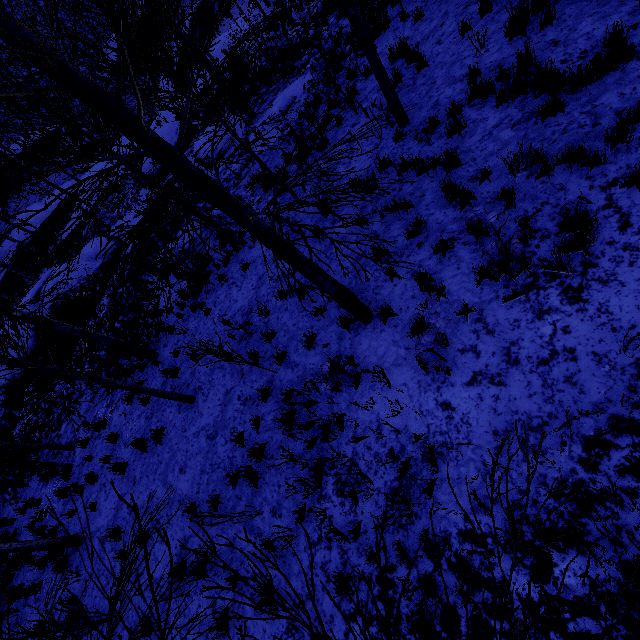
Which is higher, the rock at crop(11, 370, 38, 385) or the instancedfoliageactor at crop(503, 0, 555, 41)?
the rock at crop(11, 370, 38, 385)

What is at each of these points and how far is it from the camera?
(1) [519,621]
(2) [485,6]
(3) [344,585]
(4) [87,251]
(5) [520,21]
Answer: (1) instancedfoliageactor, 3.2m
(2) instancedfoliageactor, 6.5m
(3) instancedfoliageactor, 4.4m
(4) rock, 16.9m
(5) instancedfoliageactor, 5.7m

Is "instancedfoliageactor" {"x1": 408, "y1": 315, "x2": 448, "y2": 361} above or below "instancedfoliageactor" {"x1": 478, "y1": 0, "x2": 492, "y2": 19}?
below

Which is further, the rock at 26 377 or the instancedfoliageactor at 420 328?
the rock at 26 377

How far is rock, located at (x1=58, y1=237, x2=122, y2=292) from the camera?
15.5 meters

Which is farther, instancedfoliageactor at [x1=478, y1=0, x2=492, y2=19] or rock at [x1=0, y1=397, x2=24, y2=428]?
rock at [x1=0, y1=397, x2=24, y2=428]

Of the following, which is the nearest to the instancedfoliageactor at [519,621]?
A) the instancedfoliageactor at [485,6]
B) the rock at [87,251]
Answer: the instancedfoliageactor at [485,6]
